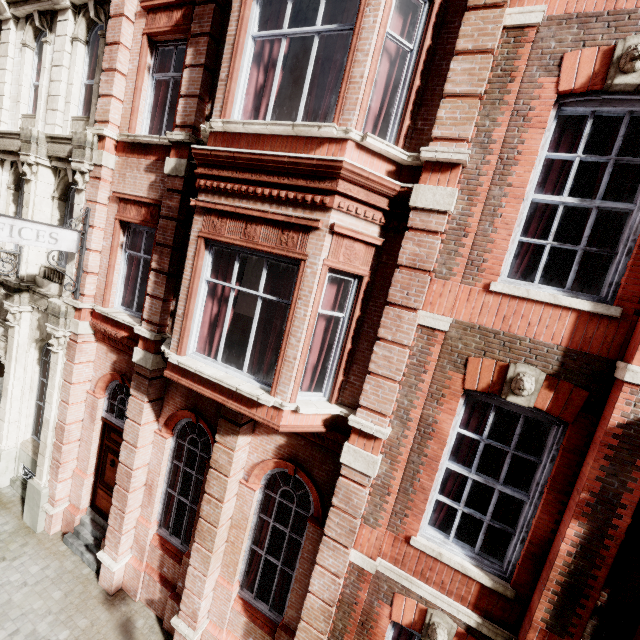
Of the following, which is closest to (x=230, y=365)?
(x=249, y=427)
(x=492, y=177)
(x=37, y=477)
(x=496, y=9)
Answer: (x=249, y=427)
